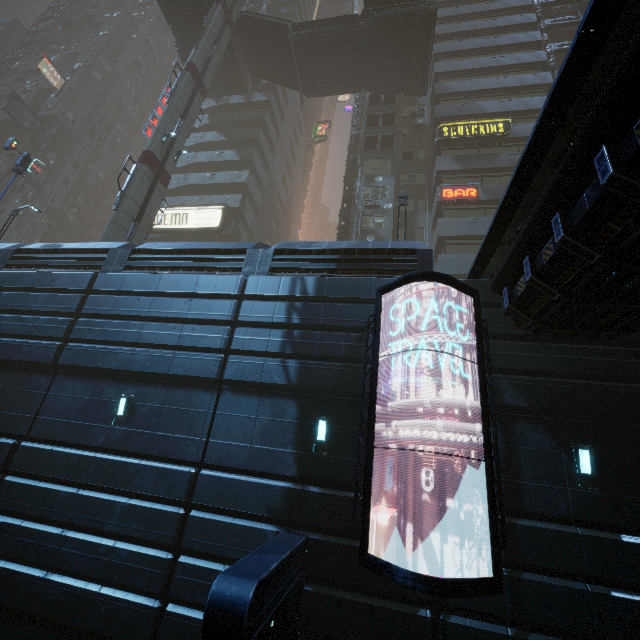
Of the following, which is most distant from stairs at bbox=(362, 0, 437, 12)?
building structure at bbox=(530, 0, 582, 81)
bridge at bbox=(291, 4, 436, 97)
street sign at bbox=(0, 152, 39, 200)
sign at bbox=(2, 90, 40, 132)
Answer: sign at bbox=(2, 90, 40, 132)

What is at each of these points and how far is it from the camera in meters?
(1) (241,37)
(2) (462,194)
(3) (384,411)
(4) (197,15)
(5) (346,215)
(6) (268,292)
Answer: (1) stairs, 30.5 m
(2) sign, 22.5 m
(3) building, 8.4 m
(4) building structure, 27.9 m
(5) building structure, 27.3 m
(6) building, 10.3 m

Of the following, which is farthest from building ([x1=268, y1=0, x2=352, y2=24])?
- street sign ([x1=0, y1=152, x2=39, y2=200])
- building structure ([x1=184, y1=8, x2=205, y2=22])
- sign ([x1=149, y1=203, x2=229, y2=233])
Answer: building structure ([x1=184, y1=8, x2=205, y2=22])

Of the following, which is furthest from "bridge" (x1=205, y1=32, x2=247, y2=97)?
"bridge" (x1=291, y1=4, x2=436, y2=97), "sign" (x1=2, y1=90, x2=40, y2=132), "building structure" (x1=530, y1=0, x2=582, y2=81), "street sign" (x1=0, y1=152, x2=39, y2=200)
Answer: "building structure" (x1=530, y1=0, x2=582, y2=81)

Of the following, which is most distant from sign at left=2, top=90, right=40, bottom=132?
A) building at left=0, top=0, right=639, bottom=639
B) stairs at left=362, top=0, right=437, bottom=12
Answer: stairs at left=362, top=0, right=437, bottom=12

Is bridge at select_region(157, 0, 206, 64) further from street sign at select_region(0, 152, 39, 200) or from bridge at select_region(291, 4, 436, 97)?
street sign at select_region(0, 152, 39, 200)

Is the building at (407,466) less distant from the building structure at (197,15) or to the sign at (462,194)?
the sign at (462,194)

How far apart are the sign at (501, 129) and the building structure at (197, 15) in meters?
19.4 m
